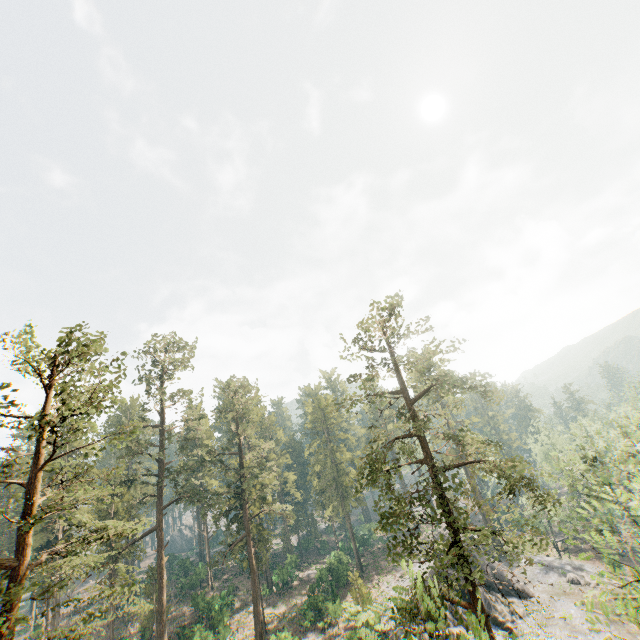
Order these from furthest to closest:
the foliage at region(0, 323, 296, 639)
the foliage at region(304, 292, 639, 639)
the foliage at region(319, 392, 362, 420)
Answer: the foliage at region(319, 392, 362, 420)
the foliage at region(304, 292, 639, 639)
the foliage at region(0, 323, 296, 639)

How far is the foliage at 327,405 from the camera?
21.2m

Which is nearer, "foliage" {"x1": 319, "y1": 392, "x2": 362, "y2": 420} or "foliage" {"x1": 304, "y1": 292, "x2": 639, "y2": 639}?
"foliage" {"x1": 304, "y1": 292, "x2": 639, "y2": 639}

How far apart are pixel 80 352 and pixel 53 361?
2.96m

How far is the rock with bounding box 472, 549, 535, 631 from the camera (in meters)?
33.31

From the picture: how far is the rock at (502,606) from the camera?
33.31m

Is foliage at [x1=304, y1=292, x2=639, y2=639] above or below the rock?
above
